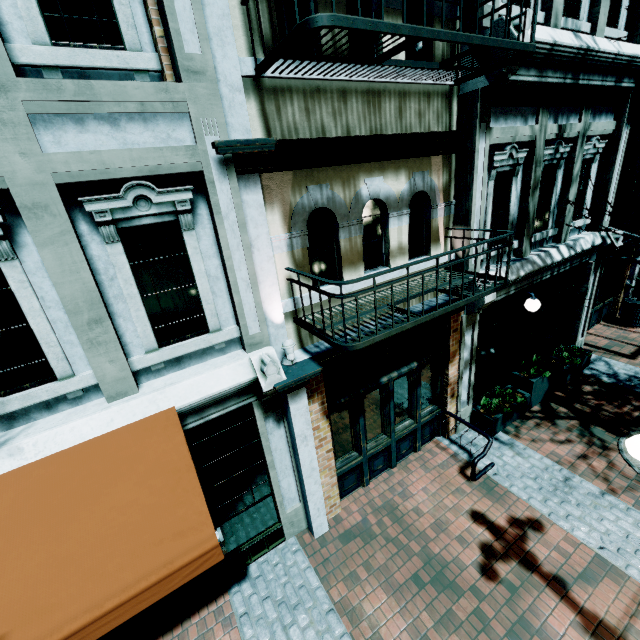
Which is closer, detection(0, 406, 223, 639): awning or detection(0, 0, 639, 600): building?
detection(0, 406, 223, 639): awning

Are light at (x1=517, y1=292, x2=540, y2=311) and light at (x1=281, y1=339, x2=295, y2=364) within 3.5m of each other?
no

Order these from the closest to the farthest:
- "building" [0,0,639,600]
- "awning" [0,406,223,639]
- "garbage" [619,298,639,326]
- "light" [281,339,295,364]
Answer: "awning" [0,406,223,639]
"building" [0,0,639,600]
"light" [281,339,295,364]
"garbage" [619,298,639,326]

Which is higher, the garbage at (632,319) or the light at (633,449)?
the light at (633,449)

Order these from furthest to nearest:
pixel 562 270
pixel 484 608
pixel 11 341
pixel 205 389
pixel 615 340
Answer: pixel 615 340 → pixel 562 270 → pixel 484 608 → pixel 205 389 → pixel 11 341

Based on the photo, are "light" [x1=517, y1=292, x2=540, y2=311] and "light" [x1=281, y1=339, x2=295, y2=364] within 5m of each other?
no

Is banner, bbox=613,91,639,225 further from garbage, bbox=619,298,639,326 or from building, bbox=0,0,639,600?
garbage, bbox=619,298,639,326

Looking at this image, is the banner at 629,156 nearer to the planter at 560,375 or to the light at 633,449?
the planter at 560,375
